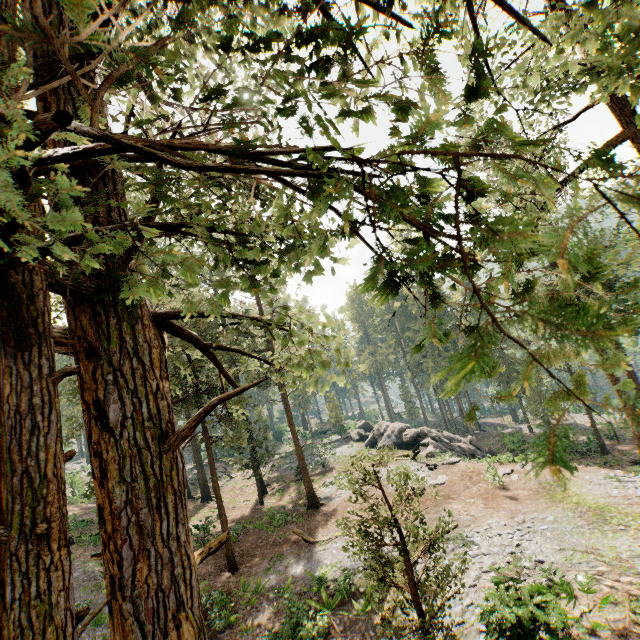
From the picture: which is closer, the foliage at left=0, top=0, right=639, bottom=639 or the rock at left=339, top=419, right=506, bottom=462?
the foliage at left=0, top=0, right=639, bottom=639

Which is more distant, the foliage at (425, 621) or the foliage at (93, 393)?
the foliage at (425, 621)

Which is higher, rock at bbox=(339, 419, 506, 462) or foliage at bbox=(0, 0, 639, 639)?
foliage at bbox=(0, 0, 639, 639)

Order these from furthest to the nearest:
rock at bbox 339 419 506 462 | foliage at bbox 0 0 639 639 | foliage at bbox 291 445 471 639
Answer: rock at bbox 339 419 506 462 → foliage at bbox 291 445 471 639 → foliage at bbox 0 0 639 639

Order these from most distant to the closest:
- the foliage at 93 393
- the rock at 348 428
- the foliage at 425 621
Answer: the rock at 348 428 → the foliage at 425 621 → the foliage at 93 393

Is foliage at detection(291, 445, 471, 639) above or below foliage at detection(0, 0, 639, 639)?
below

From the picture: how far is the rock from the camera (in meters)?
31.34

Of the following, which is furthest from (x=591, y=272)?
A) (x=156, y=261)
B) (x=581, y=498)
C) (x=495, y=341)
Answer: (x=581, y=498)
